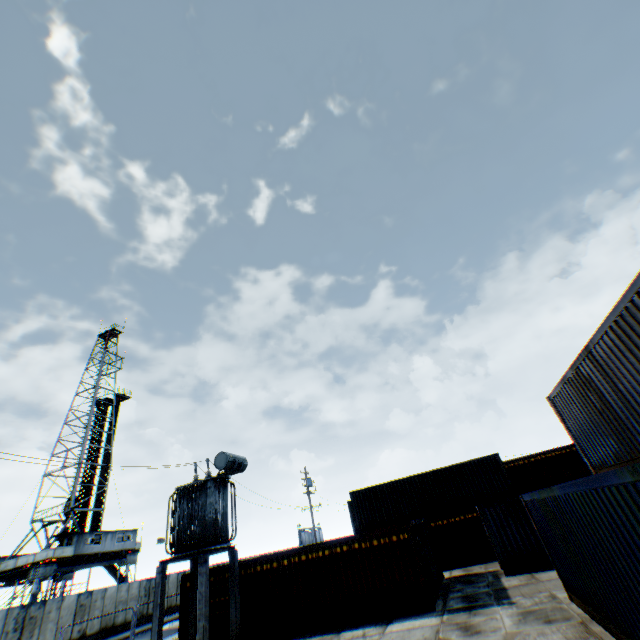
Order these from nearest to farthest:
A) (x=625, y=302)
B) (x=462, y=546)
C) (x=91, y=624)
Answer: (x=625, y=302) → (x=462, y=546) → (x=91, y=624)

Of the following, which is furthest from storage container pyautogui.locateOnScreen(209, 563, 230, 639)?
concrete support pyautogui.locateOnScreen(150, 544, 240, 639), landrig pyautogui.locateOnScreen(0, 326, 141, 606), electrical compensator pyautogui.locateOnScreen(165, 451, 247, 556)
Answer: landrig pyautogui.locateOnScreen(0, 326, 141, 606)

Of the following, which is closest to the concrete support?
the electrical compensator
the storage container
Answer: the electrical compensator

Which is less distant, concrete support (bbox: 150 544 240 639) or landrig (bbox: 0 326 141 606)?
concrete support (bbox: 150 544 240 639)

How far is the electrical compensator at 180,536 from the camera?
14.1m

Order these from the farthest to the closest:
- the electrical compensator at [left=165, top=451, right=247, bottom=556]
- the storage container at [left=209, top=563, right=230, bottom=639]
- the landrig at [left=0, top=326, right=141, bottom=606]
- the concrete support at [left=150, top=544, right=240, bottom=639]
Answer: the landrig at [left=0, top=326, right=141, bottom=606], the storage container at [left=209, top=563, right=230, bottom=639], the electrical compensator at [left=165, top=451, right=247, bottom=556], the concrete support at [left=150, top=544, right=240, bottom=639]

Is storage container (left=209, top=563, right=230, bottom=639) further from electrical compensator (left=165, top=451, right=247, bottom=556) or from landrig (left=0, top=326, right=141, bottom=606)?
landrig (left=0, top=326, right=141, bottom=606)

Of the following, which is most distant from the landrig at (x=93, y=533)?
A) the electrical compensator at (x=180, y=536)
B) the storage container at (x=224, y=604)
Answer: the electrical compensator at (x=180, y=536)
